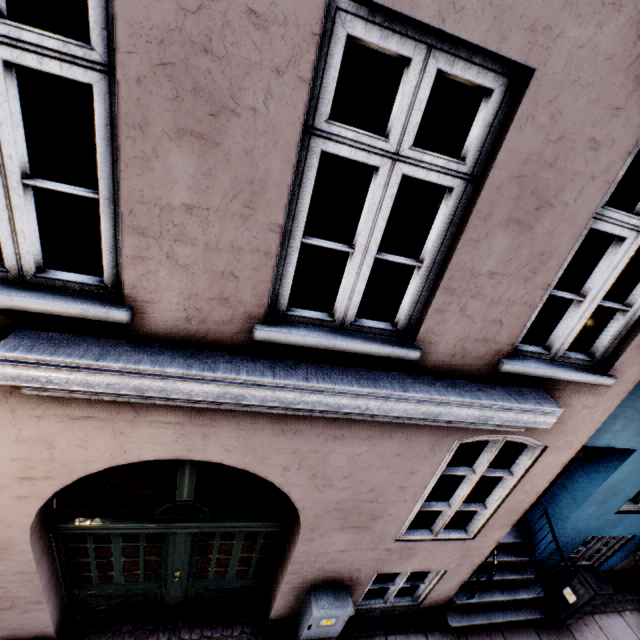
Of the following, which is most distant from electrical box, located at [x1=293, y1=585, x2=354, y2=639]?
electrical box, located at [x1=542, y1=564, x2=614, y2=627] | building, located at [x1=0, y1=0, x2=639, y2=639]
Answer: electrical box, located at [x1=542, y1=564, x2=614, y2=627]

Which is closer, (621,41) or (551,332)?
(621,41)

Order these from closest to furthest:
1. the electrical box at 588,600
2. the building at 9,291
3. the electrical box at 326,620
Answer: the building at 9,291 < the electrical box at 326,620 < the electrical box at 588,600

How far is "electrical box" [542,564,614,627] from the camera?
4.8m

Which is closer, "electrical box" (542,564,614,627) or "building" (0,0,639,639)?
"building" (0,0,639,639)

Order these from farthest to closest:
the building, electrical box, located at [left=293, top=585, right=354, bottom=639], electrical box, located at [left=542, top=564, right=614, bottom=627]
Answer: electrical box, located at [left=542, top=564, right=614, bottom=627] < electrical box, located at [left=293, top=585, right=354, bottom=639] < the building

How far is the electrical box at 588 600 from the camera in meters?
4.8
